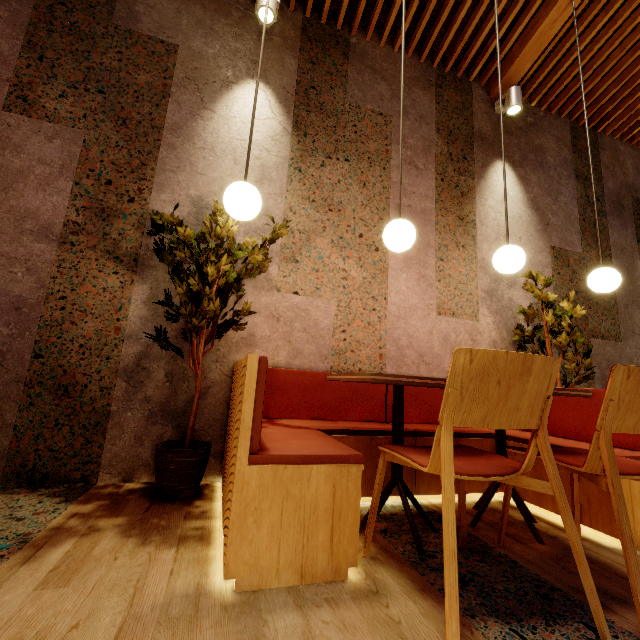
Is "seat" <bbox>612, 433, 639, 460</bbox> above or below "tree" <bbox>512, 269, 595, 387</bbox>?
below

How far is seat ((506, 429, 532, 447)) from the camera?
2.15m

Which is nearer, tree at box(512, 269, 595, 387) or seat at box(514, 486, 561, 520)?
seat at box(514, 486, 561, 520)

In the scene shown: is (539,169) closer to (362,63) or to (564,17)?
(564,17)

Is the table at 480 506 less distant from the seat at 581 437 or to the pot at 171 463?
the seat at 581 437

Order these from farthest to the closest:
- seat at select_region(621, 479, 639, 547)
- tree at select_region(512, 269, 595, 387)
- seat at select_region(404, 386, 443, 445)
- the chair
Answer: tree at select_region(512, 269, 595, 387) → seat at select_region(404, 386, 443, 445) → seat at select_region(621, 479, 639, 547) → the chair

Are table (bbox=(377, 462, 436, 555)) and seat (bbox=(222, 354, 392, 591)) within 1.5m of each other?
yes

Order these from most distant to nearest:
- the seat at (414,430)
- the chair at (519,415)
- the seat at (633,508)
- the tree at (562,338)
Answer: the tree at (562,338), the seat at (414,430), the seat at (633,508), the chair at (519,415)
